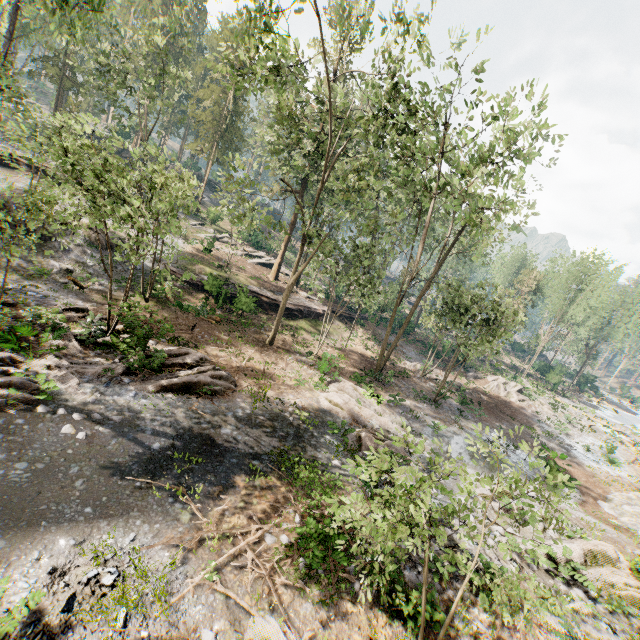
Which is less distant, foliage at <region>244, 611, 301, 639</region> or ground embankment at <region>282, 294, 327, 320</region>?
foliage at <region>244, 611, 301, 639</region>

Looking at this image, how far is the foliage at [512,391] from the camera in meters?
32.8

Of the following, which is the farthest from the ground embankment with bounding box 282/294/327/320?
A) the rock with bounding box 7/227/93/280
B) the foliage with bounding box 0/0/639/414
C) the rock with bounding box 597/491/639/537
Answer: the rock with bounding box 597/491/639/537

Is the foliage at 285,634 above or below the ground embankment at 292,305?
below

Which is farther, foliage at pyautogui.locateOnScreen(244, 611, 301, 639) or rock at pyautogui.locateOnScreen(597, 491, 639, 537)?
rock at pyautogui.locateOnScreen(597, 491, 639, 537)

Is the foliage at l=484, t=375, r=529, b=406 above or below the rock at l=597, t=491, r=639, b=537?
above

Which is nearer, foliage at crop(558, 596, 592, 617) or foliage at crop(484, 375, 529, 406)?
foliage at crop(558, 596, 592, 617)

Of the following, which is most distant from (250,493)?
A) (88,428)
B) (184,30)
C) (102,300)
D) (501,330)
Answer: (184,30)
